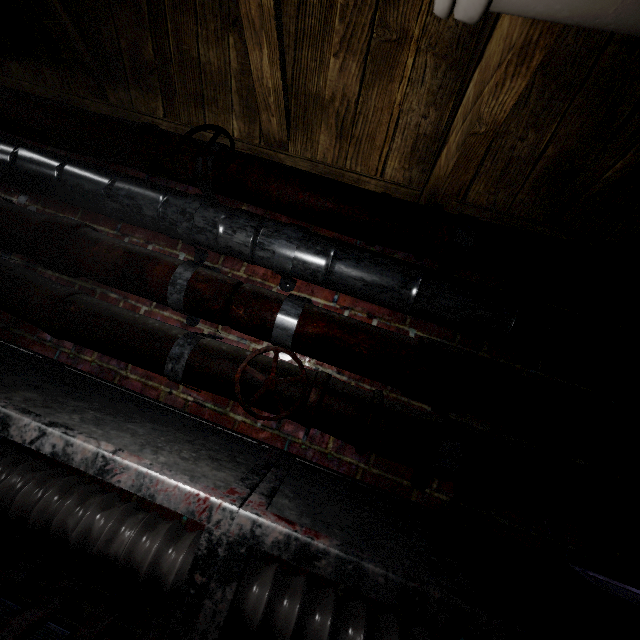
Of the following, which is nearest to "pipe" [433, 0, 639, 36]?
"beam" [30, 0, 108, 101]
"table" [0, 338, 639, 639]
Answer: "beam" [30, 0, 108, 101]

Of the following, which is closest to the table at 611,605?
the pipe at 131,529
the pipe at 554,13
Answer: the pipe at 131,529

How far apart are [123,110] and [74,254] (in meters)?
0.83

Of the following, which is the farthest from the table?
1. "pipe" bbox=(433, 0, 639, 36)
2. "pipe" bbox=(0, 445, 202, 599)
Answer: "pipe" bbox=(433, 0, 639, 36)

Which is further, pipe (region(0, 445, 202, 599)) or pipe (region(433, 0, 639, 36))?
pipe (region(0, 445, 202, 599))

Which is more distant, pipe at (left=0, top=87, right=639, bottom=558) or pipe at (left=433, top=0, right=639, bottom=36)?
pipe at (left=0, top=87, right=639, bottom=558)

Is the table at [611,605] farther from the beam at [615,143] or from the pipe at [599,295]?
the beam at [615,143]

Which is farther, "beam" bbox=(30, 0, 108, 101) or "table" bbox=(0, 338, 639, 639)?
"beam" bbox=(30, 0, 108, 101)
